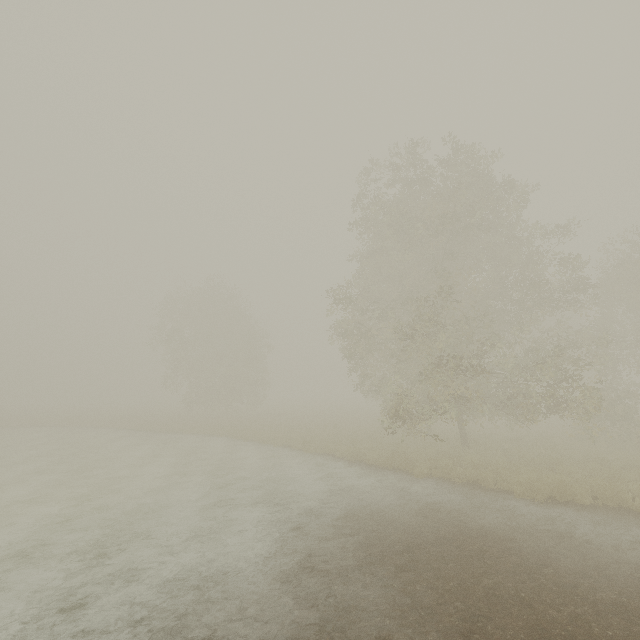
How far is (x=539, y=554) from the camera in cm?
745
